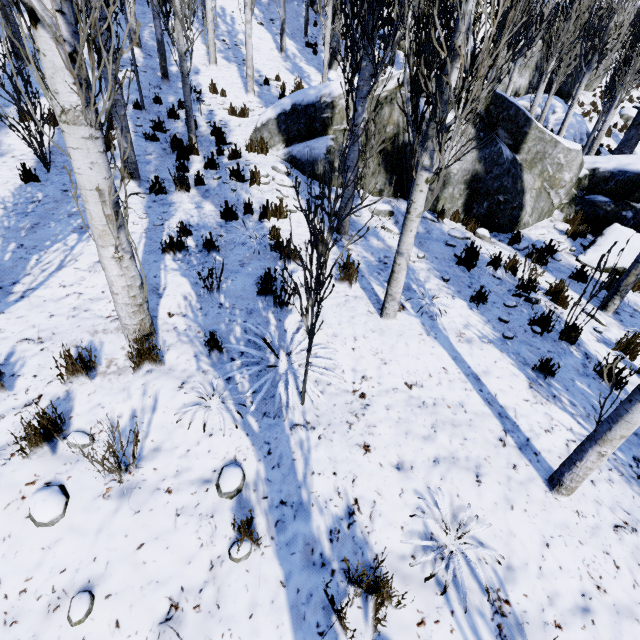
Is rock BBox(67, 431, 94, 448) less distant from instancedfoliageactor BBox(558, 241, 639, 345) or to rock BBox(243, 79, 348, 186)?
instancedfoliageactor BBox(558, 241, 639, 345)

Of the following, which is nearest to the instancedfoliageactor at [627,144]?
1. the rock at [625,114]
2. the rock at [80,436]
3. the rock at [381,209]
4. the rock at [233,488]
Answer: the rock at [80,436]

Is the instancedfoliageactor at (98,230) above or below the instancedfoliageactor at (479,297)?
above

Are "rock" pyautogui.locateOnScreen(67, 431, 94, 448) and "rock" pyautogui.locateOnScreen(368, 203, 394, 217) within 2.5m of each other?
no

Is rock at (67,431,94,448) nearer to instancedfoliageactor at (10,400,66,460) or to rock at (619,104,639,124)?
instancedfoliageactor at (10,400,66,460)

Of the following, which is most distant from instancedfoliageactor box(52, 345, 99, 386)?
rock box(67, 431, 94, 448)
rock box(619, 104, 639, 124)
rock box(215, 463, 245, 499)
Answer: rock box(619, 104, 639, 124)

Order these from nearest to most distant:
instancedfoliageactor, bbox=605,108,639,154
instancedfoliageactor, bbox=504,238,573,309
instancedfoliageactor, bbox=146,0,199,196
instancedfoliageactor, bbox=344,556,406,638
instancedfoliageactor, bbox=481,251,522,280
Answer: instancedfoliageactor, bbox=344,556,406,638, instancedfoliageactor, bbox=504,238,573,309, instancedfoliageactor, bbox=481,251,522,280, instancedfoliageactor, bbox=146,0,199,196, instancedfoliageactor, bbox=605,108,639,154

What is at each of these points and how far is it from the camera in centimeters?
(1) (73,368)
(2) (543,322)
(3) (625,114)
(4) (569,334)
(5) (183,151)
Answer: (1) instancedfoliageactor, 305cm
(2) instancedfoliageactor, 486cm
(3) rock, 2083cm
(4) instancedfoliageactor, 478cm
(5) instancedfoliageactor, 771cm
